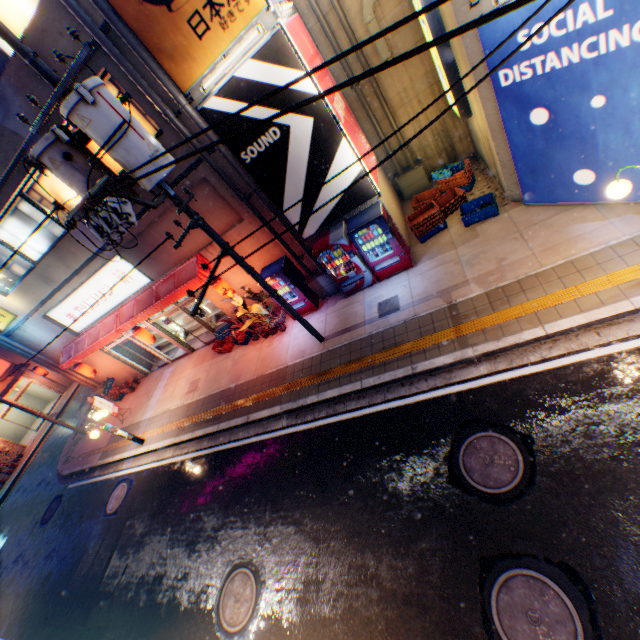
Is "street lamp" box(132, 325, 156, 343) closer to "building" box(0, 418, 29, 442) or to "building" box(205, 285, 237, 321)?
"building" box(205, 285, 237, 321)

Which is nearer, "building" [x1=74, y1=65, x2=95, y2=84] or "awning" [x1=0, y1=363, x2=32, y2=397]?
"building" [x1=74, y1=65, x2=95, y2=84]

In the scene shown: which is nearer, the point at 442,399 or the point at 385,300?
the point at 442,399

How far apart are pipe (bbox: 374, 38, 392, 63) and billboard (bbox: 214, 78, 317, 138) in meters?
3.8

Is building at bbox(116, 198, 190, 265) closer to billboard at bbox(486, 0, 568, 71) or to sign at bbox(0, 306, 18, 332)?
sign at bbox(0, 306, 18, 332)

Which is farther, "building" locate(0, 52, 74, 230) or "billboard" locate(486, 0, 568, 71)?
"building" locate(0, 52, 74, 230)

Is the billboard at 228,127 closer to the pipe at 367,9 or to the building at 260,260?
the building at 260,260

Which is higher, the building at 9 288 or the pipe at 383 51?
the building at 9 288
